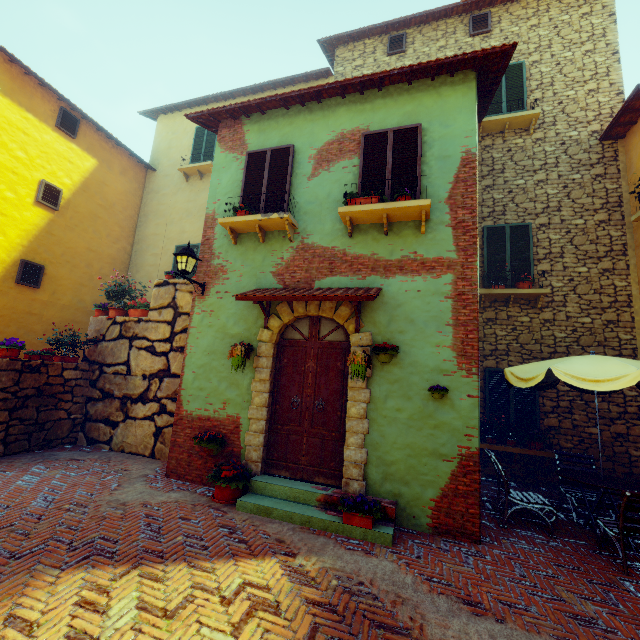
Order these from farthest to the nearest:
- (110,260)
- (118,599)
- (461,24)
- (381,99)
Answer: (110,260) < (461,24) < (381,99) < (118,599)

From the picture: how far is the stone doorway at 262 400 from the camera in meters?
5.6

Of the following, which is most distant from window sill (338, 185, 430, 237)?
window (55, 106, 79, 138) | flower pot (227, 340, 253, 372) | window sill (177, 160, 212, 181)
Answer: window sill (177, 160, 212, 181)

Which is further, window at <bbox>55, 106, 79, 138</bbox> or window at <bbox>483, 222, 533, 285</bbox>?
window at <bbox>55, 106, 79, 138</bbox>

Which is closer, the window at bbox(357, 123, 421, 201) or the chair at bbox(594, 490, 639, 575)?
the chair at bbox(594, 490, 639, 575)

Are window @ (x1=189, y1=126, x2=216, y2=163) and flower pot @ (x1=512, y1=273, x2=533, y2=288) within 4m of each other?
no

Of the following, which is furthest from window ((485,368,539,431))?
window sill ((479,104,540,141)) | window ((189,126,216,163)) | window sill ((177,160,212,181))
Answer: window ((189,126,216,163))

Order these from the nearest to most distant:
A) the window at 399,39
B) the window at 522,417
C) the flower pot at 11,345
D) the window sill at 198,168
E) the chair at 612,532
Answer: the chair at 612,532, the flower pot at 11,345, the window at 522,417, the window at 399,39, the window sill at 198,168
